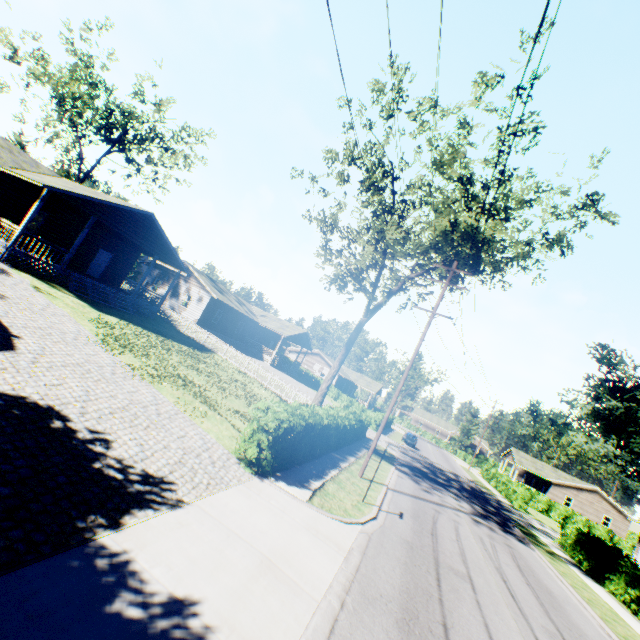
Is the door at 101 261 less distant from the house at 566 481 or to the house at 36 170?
the house at 36 170

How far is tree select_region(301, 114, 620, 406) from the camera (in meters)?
16.42

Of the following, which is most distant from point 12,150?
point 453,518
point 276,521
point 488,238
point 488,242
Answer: point 453,518

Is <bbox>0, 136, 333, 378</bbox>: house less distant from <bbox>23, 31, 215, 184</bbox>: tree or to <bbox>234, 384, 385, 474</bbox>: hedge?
<bbox>23, 31, 215, 184</bbox>: tree

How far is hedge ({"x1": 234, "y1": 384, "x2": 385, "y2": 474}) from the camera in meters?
10.0

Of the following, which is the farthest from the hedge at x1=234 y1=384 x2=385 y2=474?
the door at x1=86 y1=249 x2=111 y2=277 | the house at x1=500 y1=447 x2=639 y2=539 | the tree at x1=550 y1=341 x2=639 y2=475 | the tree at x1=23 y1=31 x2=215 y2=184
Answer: the house at x1=500 y1=447 x2=639 y2=539

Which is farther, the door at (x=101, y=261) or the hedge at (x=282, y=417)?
the door at (x=101, y=261)

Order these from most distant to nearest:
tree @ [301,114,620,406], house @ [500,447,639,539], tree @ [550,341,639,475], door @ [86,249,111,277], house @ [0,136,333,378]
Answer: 1. house @ [500,447,639,539]
2. door @ [86,249,111,277]
3. house @ [0,136,333,378]
4. tree @ [301,114,620,406]
5. tree @ [550,341,639,475]
